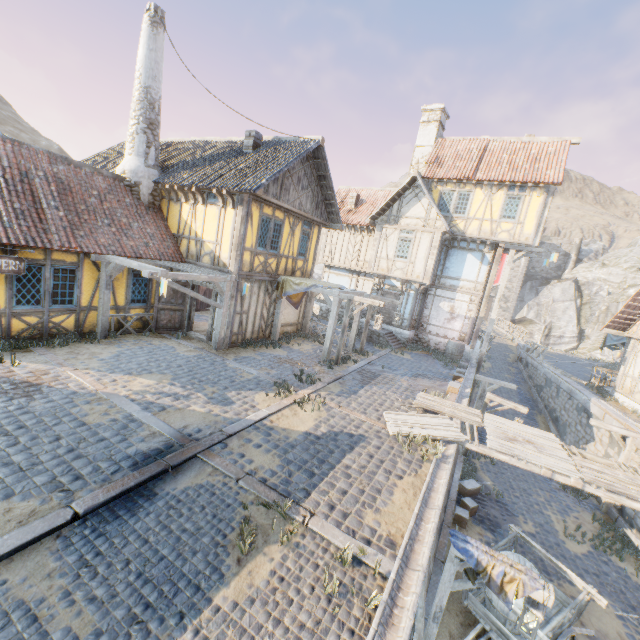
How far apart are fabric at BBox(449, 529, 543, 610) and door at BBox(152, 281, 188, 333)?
11.5m

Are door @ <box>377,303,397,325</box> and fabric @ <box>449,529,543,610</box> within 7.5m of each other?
no

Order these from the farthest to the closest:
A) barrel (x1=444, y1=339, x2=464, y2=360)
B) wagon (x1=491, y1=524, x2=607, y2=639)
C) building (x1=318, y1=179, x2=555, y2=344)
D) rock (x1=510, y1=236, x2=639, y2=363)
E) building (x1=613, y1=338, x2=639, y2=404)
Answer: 1. rock (x1=510, y1=236, x2=639, y2=363)
2. barrel (x1=444, y1=339, x2=464, y2=360)
3. building (x1=318, y1=179, x2=555, y2=344)
4. building (x1=613, y1=338, x2=639, y2=404)
5. wagon (x1=491, y1=524, x2=607, y2=639)

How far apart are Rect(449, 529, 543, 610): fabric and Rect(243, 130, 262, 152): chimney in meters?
14.2

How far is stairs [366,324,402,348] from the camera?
18.5m

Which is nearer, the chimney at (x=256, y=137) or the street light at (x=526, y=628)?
the street light at (x=526, y=628)

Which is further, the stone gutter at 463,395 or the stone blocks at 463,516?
the stone gutter at 463,395

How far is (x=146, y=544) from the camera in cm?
423
